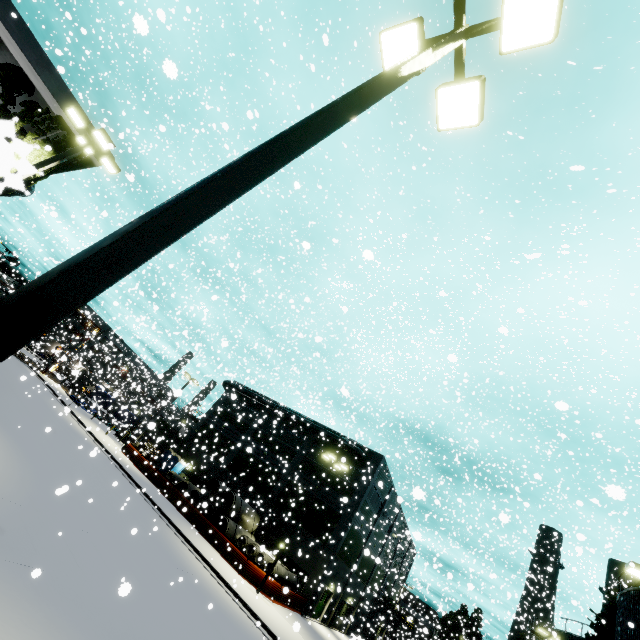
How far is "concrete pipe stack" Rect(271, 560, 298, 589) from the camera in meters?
24.4 m

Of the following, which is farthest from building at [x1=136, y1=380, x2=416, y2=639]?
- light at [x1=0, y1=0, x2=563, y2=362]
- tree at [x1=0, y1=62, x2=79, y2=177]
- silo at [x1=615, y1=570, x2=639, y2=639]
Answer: light at [x1=0, y1=0, x2=563, y2=362]

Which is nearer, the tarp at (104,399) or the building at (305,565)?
the building at (305,565)

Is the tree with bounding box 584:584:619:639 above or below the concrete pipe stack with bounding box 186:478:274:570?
above

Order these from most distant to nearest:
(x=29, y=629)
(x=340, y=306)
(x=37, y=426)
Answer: (x=37, y=426), (x=340, y=306), (x=29, y=629)

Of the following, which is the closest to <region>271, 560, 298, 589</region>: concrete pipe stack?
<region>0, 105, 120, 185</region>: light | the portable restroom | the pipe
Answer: the pipe

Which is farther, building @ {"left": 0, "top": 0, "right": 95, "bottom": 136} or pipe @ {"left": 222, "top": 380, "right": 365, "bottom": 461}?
pipe @ {"left": 222, "top": 380, "right": 365, "bottom": 461}

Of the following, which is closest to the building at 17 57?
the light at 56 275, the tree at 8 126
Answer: the tree at 8 126
